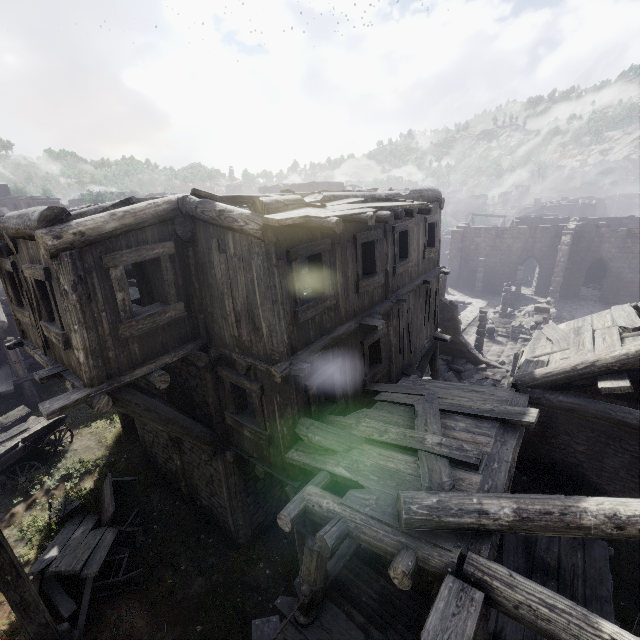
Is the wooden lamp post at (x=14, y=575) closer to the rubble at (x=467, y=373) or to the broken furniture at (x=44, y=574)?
the broken furniture at (x=44, y=574)

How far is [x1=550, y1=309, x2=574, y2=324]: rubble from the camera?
25.73m

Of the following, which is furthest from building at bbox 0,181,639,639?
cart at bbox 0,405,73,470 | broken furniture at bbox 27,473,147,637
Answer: cart at bbox 0,405,73,470

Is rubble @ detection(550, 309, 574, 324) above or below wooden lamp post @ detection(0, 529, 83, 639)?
below

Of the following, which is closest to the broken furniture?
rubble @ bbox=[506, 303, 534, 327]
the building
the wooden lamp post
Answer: the wooden lamp post

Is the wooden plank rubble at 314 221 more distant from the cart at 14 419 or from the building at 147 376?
the cart at 14 419

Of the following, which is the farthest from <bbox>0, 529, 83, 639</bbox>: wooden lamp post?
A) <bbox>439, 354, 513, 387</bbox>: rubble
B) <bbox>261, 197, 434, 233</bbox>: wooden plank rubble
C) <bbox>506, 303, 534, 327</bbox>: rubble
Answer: <bbox>506, 303, 534, 327</bbox>: rubble

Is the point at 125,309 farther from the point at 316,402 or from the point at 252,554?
the point at 252,554
